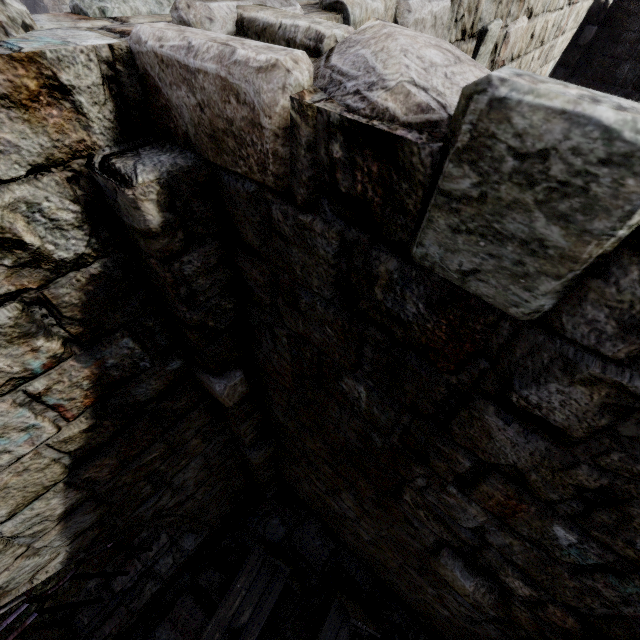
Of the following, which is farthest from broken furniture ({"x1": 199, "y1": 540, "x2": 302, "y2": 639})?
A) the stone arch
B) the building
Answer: the stone arch

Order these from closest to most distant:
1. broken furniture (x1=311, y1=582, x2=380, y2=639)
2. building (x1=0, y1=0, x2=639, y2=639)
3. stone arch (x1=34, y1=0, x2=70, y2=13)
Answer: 1. building (x1=0, y1=0, x2=639, y2=639)
2. broken furniture (x1=311, y1=582, x2=380, y2=639)
3. stone arch (x1=34, y1=0, x2=70, y2=13)

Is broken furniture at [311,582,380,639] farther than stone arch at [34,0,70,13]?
No

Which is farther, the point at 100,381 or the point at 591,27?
the point at 591,27

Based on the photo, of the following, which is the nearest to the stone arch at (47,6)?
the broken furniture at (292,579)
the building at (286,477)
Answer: the building at (286,477)

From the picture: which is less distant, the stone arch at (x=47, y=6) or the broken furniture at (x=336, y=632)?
the broken furniture at (x=336, y=632)

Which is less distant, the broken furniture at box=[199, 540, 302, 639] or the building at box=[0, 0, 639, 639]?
the building at box=[0, 0, 639, 639]
